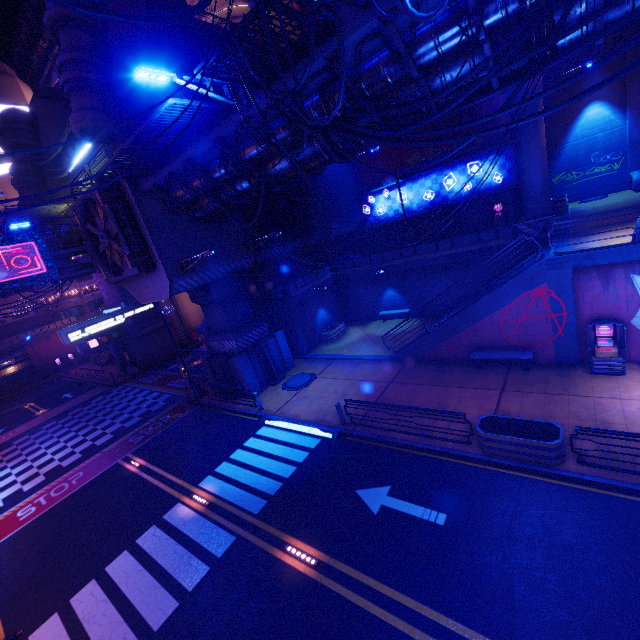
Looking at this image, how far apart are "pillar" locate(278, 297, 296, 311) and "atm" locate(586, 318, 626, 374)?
15.6 meters

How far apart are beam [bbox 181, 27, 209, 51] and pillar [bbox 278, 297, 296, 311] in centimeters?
1743cm

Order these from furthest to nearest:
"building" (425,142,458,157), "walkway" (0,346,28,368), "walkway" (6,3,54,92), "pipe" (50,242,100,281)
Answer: "walkway" (6,3,54,92) < "walkway" (0,346,28,368) < "pipe" (50,242,100,281) < "building" (425,142,458,157)

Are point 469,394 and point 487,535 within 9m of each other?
yes

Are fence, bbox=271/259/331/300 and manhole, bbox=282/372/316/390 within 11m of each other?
yes

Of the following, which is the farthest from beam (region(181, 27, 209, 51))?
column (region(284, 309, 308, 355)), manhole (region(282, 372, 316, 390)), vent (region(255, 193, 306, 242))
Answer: manhole (region(282, 372, 316, 390))

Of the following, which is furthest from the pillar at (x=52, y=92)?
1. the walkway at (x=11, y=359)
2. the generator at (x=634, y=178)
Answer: the generator at (x=634, y=178)

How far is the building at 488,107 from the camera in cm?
2192
